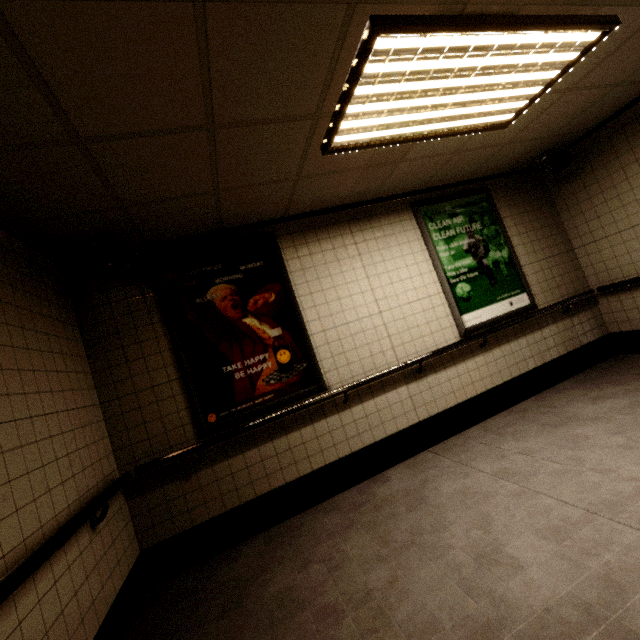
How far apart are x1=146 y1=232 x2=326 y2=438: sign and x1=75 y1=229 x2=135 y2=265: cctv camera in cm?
37

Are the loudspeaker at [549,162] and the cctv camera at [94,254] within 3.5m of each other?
no

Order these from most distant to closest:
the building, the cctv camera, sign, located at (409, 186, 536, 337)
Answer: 1. sign, located at (409, 186, 536, 337)
2. the cctv camera
3. the building

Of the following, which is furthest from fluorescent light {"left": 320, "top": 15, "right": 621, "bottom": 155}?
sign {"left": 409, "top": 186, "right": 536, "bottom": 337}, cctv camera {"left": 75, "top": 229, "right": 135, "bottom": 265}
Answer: cctv camera {"left": 75, "top": 229, "right": 135, "bottom": 265}

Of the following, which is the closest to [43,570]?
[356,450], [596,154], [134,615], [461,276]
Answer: [134,615]

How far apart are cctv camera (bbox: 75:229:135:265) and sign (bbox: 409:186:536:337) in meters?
3.2

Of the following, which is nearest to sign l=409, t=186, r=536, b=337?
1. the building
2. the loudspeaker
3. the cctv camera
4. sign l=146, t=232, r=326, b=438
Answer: the building

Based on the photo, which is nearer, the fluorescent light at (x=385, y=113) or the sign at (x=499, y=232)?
the fluorescent light at (x=385, y=113)
